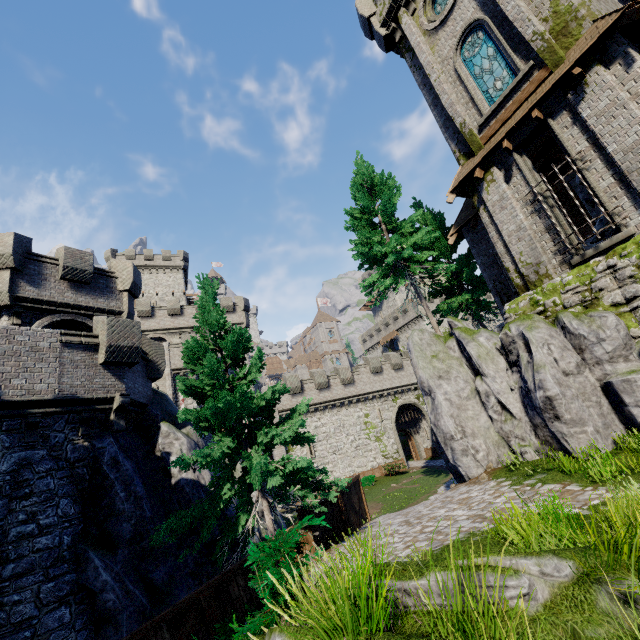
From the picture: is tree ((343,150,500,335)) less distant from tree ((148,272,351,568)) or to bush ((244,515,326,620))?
tree ((148,272,351,568))

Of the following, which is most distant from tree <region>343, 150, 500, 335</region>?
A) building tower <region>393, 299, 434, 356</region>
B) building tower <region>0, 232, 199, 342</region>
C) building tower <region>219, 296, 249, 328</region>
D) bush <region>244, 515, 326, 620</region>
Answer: building tower <region>393, 299, 434, 356</region>

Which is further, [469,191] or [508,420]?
[469,191]

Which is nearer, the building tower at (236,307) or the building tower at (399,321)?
the building tower at (236,307)

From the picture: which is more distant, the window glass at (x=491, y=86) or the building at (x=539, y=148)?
the building at (x=539, y=148)

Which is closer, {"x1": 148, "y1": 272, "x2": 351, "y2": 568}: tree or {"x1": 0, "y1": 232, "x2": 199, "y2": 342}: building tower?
{"x1": 148, "y1": 272, "x2": 351, "y2": 568}: tree

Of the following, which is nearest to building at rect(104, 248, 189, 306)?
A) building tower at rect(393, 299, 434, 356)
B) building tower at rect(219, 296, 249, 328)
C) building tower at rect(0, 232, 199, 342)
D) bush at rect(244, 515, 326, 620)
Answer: building tower at rect(219, 296, 249, 328)

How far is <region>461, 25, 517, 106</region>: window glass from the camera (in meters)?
12.57
